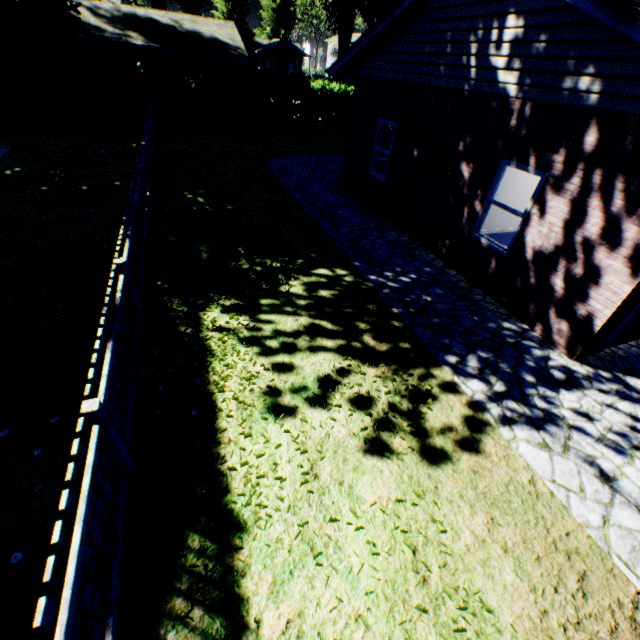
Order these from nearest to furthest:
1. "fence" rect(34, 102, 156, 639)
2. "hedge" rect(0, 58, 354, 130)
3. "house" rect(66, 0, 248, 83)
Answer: "fence" rect(34, 102, 156, 639)
"hedge" rect(0, 58, 354, 130)
"house" rect(66, 0, 248, 83)

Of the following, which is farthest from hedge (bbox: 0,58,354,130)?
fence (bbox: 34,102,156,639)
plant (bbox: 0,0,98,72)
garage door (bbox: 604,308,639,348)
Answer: garage door (bbox: 604,308,639,348)

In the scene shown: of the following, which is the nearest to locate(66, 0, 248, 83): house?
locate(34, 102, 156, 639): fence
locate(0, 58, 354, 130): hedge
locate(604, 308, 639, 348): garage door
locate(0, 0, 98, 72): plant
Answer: locate(0, 0, 98, 72): plant

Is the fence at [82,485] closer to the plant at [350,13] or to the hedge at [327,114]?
the hedge at [327,114]

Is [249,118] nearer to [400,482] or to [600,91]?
[600,91]

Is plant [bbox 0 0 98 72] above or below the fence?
above

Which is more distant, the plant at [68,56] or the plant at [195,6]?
the plant at [195,6]
